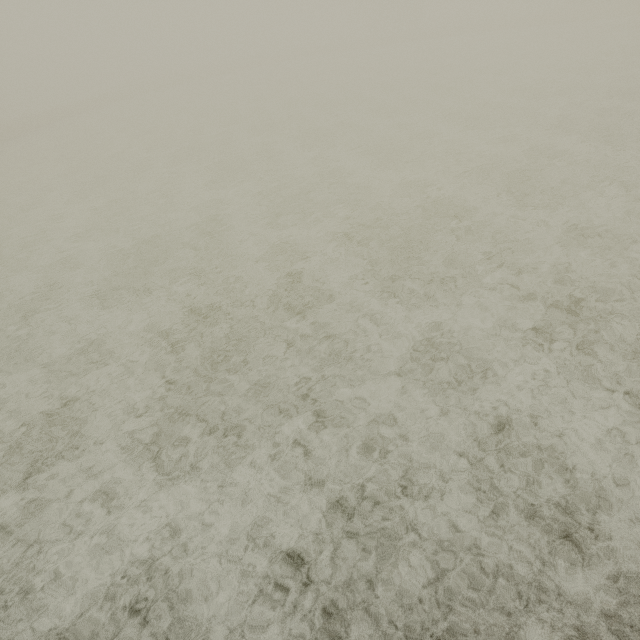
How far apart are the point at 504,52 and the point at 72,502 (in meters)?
39.79
